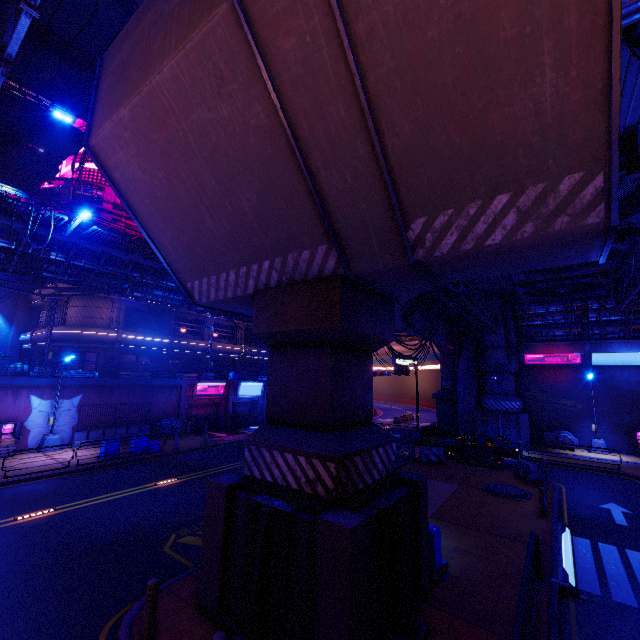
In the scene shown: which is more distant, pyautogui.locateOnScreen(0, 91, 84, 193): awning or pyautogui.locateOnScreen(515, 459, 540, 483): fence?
pyautogui.locateOnScreen(0, 91, 84, 193): awning

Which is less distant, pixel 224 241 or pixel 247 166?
pixel 247 166

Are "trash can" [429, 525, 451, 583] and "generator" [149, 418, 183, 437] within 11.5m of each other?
no

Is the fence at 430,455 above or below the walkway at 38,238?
below

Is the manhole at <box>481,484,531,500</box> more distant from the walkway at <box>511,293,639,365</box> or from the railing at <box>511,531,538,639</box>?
the walkway at <box>511,293,639,365</box>

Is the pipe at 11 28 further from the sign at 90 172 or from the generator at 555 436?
the generator at 555 436

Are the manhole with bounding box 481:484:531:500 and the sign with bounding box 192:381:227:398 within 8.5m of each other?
no

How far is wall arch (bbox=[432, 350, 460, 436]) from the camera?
31.2 meters
